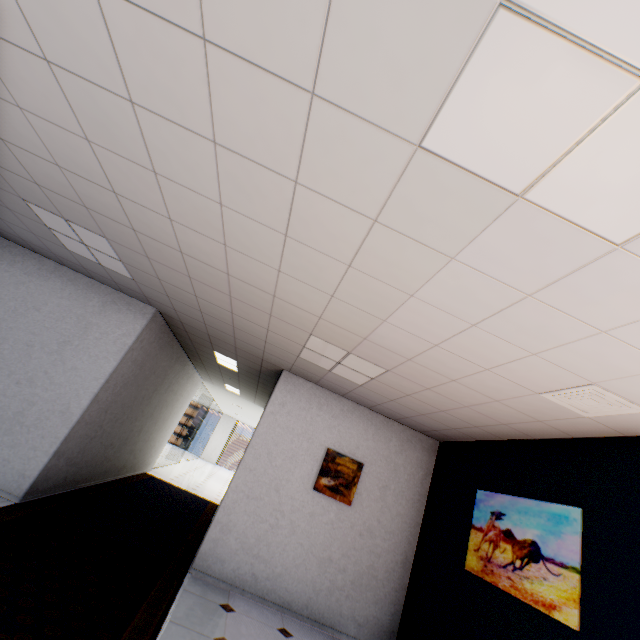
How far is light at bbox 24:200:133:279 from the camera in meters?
3.6

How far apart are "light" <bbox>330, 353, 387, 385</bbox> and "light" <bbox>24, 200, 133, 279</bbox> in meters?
2.5 m

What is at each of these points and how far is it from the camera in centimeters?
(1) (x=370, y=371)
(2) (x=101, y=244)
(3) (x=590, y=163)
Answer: (1) light, 395cm
(2) light, 378cm
(3) light, 119cm

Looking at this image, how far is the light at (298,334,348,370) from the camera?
3.7 meters

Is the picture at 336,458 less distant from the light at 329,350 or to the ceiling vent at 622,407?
the light at 329,350

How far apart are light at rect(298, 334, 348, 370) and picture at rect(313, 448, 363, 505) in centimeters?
134cm

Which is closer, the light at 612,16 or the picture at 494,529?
the light at 612,16

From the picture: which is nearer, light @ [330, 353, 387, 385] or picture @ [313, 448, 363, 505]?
light @ [330, 353, 387, 385]
